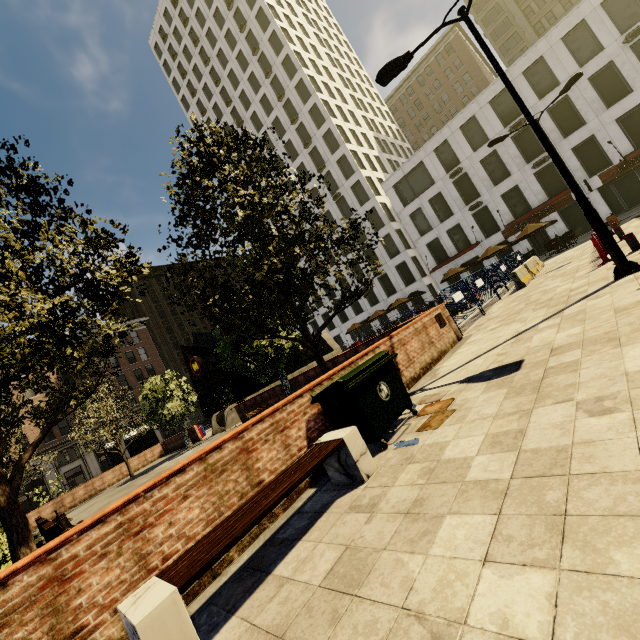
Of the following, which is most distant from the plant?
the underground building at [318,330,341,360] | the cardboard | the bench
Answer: the underground building at [318,330,341,360]

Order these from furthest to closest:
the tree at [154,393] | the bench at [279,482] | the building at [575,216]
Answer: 1. the building at [575,216]
2. the tree at [154,393]
3. the bench at [279,482]

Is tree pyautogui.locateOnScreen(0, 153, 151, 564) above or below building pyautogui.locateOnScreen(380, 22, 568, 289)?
below

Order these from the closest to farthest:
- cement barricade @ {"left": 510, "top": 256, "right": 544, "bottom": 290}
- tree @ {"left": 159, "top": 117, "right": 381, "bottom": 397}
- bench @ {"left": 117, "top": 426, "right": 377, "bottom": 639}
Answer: bench @ {"left": 117, "top": 426, "right": 377, "bottom": 639} < tree @ {"left": 159, "top": 117, "right": 381, "bottom": 397} < cement barricade @ {"left": 510, "top": 256, "right": 544, "bottom": 290}

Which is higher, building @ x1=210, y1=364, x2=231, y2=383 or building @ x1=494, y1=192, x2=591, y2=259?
building @ x1=210, y1=364, x2=231, y2=383

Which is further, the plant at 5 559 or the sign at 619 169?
the sign at 619 169

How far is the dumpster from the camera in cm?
452

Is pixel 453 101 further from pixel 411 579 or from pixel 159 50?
pixel 411 579
